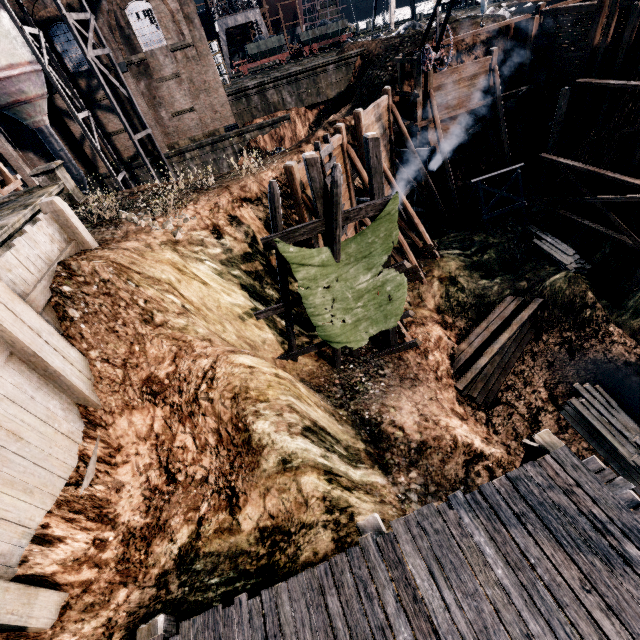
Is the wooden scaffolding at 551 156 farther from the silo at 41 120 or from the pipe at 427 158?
the silo at 41 120

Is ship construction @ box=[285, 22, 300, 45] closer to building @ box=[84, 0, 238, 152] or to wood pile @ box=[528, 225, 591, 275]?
building @ box=[84, 0, 238, 152]

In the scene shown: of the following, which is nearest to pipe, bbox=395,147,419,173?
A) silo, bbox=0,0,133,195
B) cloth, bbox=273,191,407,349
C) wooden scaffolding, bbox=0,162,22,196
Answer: cloth, bbox=273,191,407,349

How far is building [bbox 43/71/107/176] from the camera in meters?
25.9 m

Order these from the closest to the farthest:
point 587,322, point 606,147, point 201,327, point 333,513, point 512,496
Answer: point 512,496
point 333,513
point 201,327
point 587,322
point 606,147

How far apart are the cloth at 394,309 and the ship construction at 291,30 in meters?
60.5 m

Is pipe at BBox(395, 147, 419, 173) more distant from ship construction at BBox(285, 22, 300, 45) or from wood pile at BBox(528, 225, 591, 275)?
ship construction at BBox(285, 22, 300, 45)

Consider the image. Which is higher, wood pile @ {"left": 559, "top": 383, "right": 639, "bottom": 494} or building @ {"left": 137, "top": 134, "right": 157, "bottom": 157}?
building @ {"left": 137, "top": 134, "right": 157, "bottom": 157}
